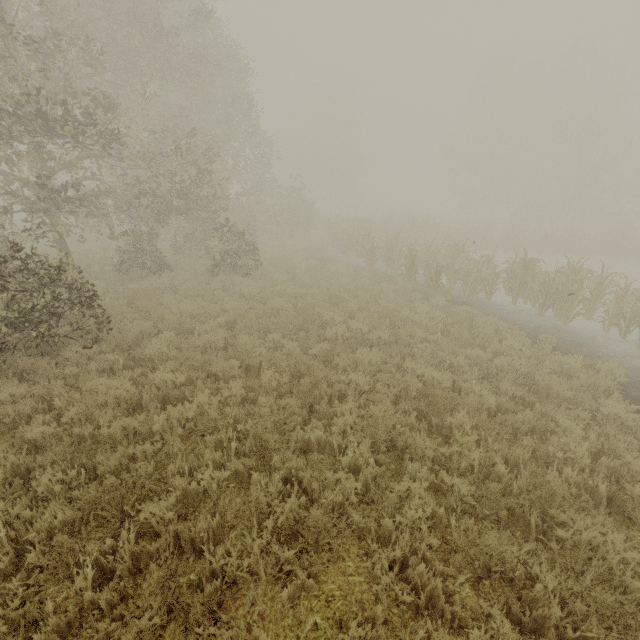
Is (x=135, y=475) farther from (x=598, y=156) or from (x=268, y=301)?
(x=598, y=156)
